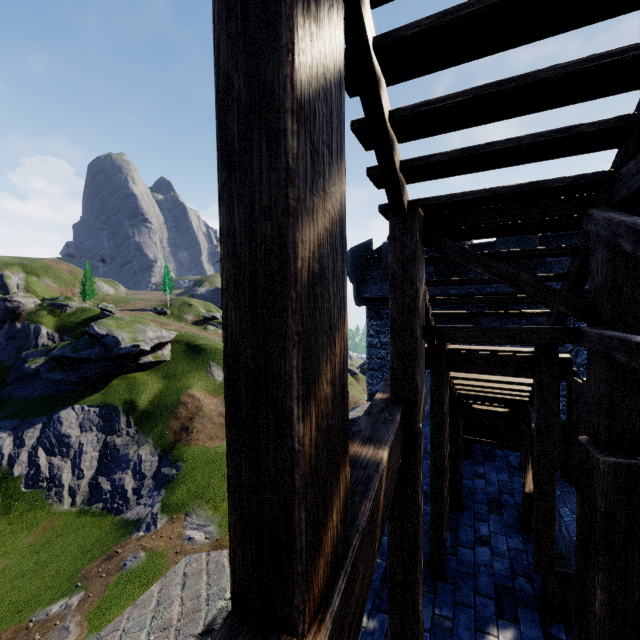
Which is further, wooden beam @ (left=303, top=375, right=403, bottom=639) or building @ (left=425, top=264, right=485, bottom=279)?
building @ (left=425, top=264, right=485, bottom=279)

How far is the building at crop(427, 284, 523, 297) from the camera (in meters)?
12.91

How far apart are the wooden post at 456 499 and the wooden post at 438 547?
1.6m

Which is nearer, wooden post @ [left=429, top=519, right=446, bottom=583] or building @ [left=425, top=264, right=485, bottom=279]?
wooden post @ [left=429, top=519, right=446, bottom=583]

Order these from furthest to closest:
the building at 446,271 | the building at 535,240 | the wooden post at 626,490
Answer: the building at 446,271 < the building at 535,240 < the wooden post at 626,490

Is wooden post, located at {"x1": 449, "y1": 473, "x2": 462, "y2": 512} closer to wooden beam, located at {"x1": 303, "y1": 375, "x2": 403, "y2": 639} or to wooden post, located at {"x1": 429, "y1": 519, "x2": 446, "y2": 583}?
wooden post, located at {"x1": 429, "y1": 519, "x2": 446, "y2": 583}

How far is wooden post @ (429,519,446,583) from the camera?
5.2 meters

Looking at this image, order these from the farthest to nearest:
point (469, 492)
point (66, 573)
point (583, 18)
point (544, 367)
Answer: point (66, 573)
point (469, 492)
point (544, 367)
point (583, 18)
